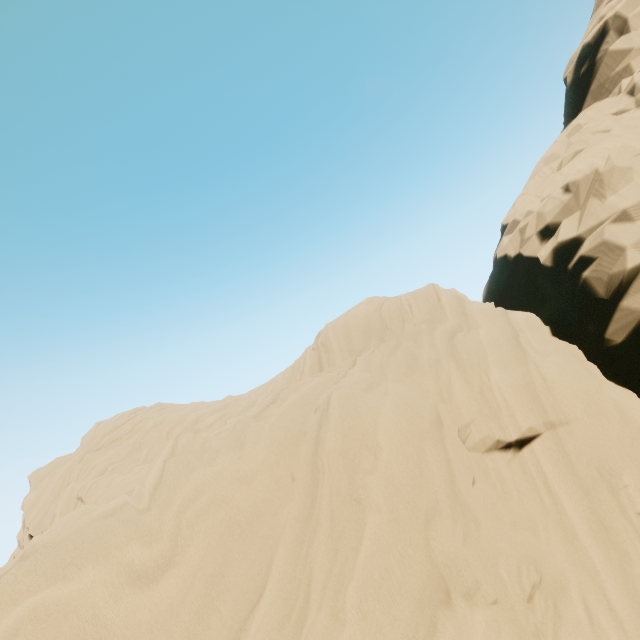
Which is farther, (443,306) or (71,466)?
(71,466)
